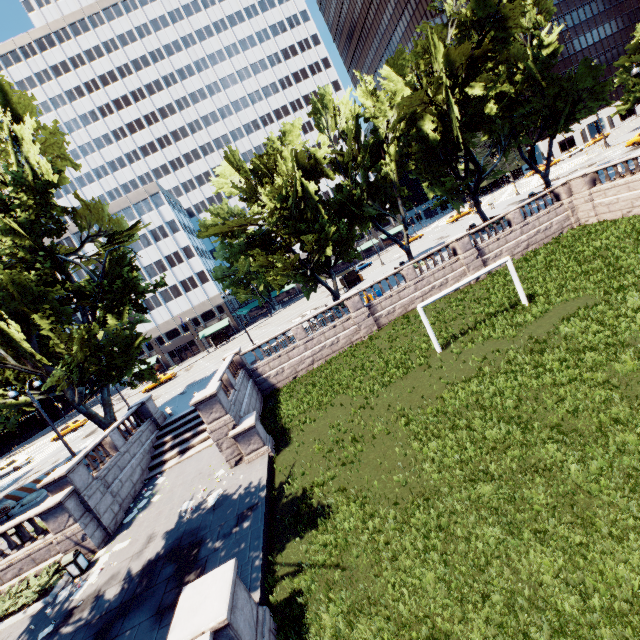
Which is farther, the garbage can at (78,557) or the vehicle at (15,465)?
the vehicle at (15,465)

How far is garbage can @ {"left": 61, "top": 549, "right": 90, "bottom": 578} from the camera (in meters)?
13.77

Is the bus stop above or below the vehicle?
above

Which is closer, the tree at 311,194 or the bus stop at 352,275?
the tree at 311,194

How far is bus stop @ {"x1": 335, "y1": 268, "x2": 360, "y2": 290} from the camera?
44.16m

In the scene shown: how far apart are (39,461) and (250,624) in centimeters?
4573cm

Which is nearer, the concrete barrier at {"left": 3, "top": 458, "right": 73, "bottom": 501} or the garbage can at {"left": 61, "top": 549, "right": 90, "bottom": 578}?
the garbage can at {"left": 61, "top": 549, "right": 90, "bottom": 578}

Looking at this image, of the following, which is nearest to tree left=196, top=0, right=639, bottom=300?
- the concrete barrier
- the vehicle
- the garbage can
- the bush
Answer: the concrete barrier
